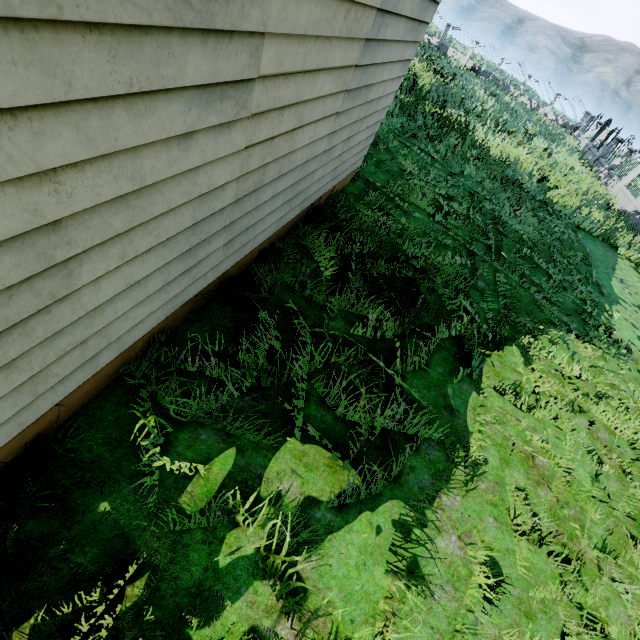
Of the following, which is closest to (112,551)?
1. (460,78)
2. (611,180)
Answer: (611,180)
